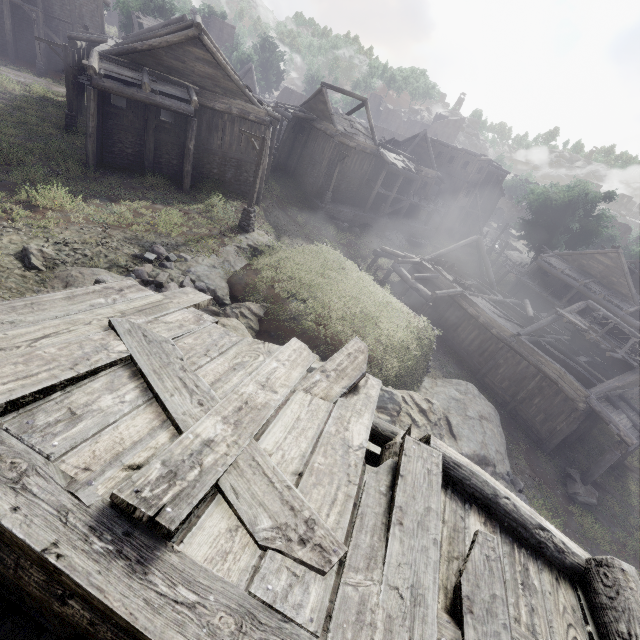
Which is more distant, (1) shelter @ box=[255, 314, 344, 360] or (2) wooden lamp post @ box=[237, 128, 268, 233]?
(2) wooden lamp post @ box=[237, 128, 268, 233]

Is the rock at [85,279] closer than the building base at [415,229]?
Yes

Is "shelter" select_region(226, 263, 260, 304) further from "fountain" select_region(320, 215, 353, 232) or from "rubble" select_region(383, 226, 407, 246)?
"rubble" select_region(383, 226, 407, 246)

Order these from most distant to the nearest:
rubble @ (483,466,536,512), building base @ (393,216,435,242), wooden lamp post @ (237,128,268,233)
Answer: building base @ (393,216,435,242), wooden lamp post @ (237,128,268,233), rubble @ (483,466,536,512)

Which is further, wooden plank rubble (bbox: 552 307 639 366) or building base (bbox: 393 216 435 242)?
building base (bbox: 393 216 435 242)

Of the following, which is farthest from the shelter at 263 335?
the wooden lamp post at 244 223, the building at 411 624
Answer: the building at 411 624

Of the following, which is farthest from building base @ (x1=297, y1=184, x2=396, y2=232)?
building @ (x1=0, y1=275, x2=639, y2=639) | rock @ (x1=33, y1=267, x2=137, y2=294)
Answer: building @ (x1=0, y1=275, x2=639, y2=639)

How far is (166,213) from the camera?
15.43m
